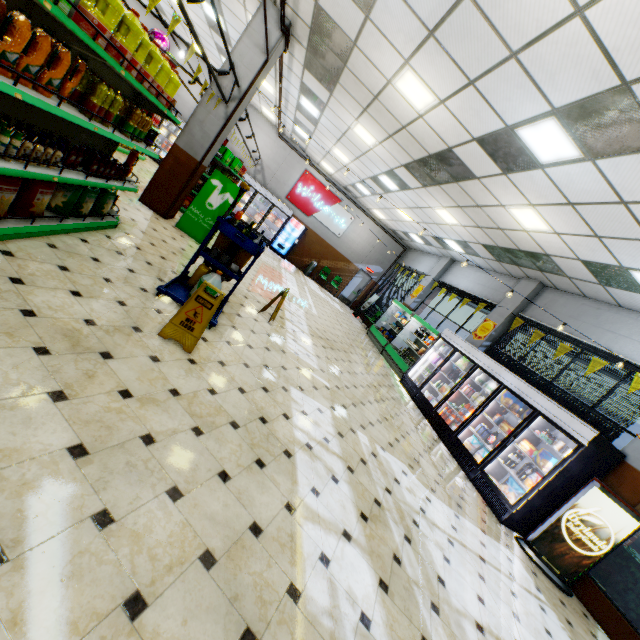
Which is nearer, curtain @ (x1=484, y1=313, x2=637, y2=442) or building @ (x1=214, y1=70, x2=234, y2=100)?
curtain @ (x1=484, y1=313, x2=637, y2=442)

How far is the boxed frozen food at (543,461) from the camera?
5.7 meters

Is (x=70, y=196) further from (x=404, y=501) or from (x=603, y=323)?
(x=603, y=323)

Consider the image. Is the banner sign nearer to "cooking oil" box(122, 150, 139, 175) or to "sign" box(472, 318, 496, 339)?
"sign" box(472, 318, 496, 339)

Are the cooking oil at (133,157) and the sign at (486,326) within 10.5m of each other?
yes

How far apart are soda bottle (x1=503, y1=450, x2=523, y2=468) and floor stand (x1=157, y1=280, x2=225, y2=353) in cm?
630

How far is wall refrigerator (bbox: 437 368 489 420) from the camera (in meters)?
7.94

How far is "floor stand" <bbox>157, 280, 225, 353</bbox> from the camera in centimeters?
343cm
